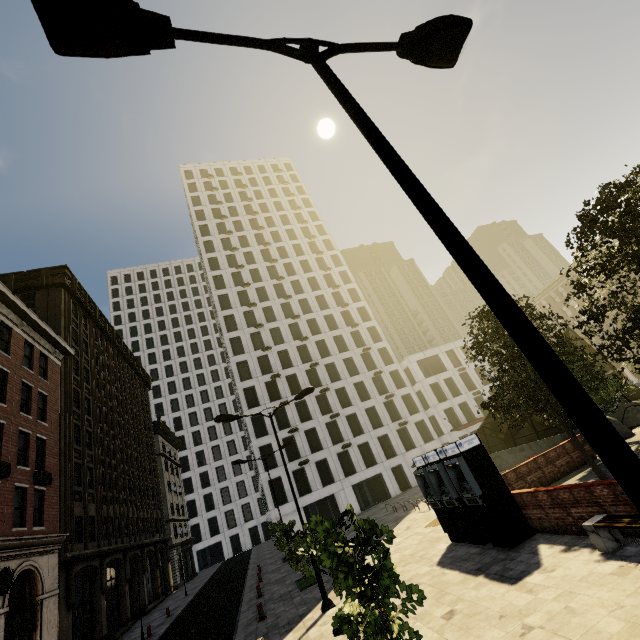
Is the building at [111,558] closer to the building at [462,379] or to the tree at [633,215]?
the tree at [633,215]

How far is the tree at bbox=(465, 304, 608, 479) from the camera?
11.91m

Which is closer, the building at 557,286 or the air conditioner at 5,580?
the air conditioner at 5,580

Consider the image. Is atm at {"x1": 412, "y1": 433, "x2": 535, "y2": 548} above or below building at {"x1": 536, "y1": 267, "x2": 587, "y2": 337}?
below

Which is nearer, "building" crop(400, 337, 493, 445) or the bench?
the bench

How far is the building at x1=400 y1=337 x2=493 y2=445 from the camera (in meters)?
45.66

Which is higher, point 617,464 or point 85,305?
point 85,305

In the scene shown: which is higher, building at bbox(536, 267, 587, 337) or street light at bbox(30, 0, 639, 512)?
building at bbox(536, 267, 587, 337)
